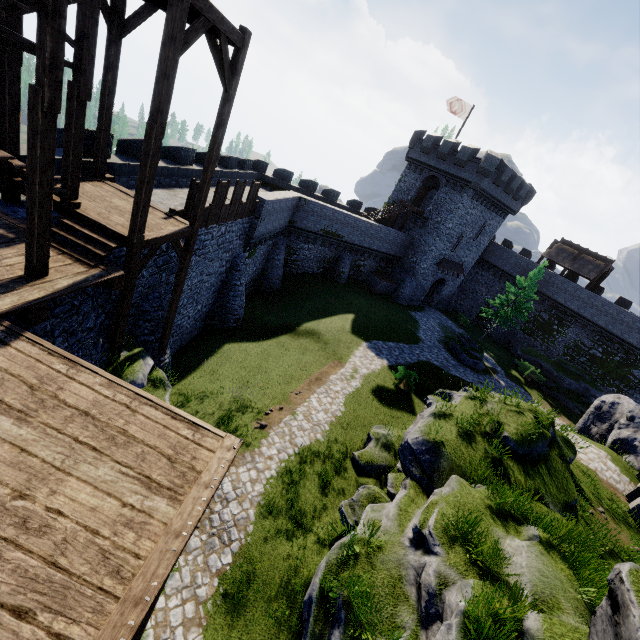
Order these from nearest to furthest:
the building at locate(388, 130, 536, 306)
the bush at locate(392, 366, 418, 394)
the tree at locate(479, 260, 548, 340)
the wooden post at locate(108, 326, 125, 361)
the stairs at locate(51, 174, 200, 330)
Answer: Answer: the stairs at locate(51, 174, 200, 330) < the wooden post at locate(108, 326, 125, 361) < the bush at locate(392, 366, 418, 394) < the building at locate(388, 130, 536, 306) < the tree at locate(479, 260, 548, 340)

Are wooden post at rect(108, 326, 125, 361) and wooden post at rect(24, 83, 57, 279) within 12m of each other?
yes

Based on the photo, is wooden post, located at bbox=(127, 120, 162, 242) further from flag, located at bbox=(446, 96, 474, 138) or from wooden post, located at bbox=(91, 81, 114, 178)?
flag, located at bbox=(446, 96, 474, 138)

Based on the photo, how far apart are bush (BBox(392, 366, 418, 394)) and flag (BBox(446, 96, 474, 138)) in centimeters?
2786cm

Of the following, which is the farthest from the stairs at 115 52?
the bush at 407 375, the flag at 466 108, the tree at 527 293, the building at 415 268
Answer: the tree at 527 293

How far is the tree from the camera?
33.5 meters

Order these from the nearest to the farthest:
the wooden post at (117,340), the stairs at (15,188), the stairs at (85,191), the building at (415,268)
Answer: the stairs at (15,188) < the stairs at (85,191) < the wooden post at (117,340) < the building at (415,268)

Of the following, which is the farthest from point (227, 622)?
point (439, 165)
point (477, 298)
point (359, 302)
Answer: point (477, 298)
